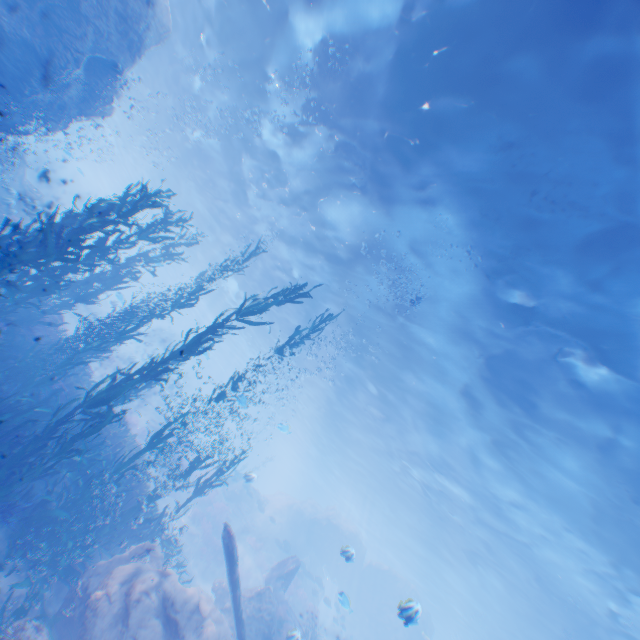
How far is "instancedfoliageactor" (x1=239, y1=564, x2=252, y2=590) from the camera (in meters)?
19.88

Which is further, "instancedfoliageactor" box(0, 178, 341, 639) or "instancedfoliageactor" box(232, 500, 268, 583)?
"instancedfoliageactor" box(232, 500, 268, 583)

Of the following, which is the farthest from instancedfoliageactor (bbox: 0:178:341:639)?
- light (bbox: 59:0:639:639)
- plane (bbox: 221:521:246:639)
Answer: light (bbox: 59:0:639:639)

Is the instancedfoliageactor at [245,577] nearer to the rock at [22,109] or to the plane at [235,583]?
the rock at [22,109]

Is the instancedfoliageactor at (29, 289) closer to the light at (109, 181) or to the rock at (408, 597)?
the rock at (408, 597)

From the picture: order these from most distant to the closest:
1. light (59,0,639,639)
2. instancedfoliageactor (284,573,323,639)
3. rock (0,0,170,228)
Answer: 1. instancedfoliageactor (284,573,323,639)
2. rock (0,0,170,228)
3. light (59,0,639,639)

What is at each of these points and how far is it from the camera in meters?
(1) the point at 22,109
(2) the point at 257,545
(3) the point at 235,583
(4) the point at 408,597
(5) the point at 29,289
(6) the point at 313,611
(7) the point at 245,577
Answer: (1) rock, 9.9
(2) instancedfoliageactor, 22.8
(3) plane, 7.8
(4) rock, 28.4
(5) instancedfoliageactor, 8.0
(6) instancedfoliageactor, 22.6
(7) instancedfoliageactor, 20.1

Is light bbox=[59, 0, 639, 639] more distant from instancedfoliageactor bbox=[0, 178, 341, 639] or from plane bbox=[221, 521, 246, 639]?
plane bbox=[221, 521, 246, 639]
